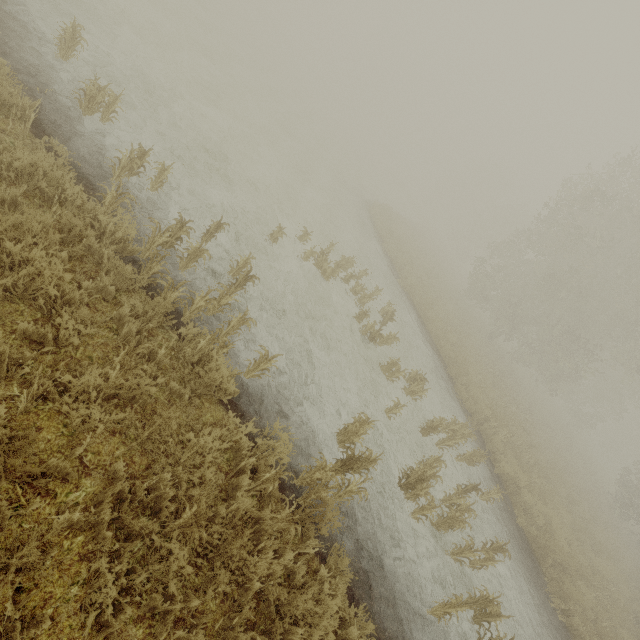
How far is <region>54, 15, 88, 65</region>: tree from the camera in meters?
6.2

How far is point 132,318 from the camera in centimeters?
397cm

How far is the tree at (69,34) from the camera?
6.2 meters
